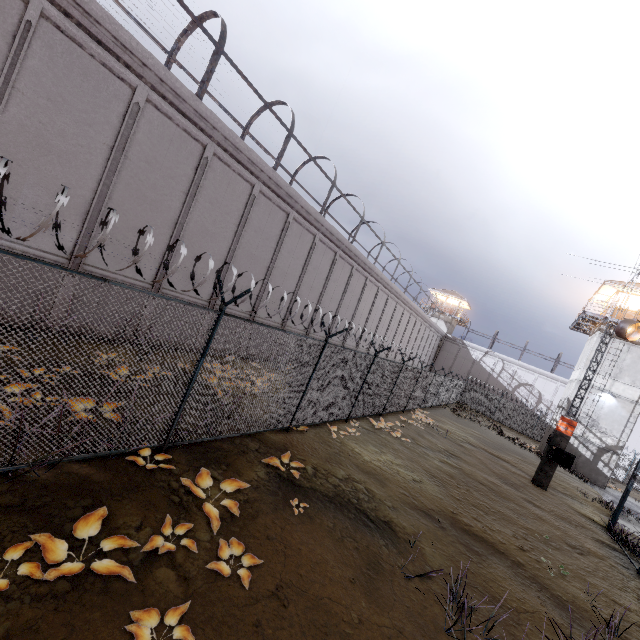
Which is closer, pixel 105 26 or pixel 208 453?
pixel 208 453

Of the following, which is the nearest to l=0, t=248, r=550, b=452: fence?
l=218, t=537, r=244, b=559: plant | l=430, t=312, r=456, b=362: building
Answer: l=218, t=537, r=244, b=559: plant

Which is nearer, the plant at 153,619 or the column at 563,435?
the plant at 153,619

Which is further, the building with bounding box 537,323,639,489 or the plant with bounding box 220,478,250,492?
the building with bounding box 537,323,639,489

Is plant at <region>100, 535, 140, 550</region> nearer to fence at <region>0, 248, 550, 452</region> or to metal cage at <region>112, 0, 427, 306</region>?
fence at <region>0, 248, 550, 452</region>

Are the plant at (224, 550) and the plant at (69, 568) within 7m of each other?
yes

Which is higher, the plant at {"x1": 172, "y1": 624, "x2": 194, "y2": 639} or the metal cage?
the metal cage

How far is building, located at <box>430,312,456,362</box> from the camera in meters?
49.2 m
